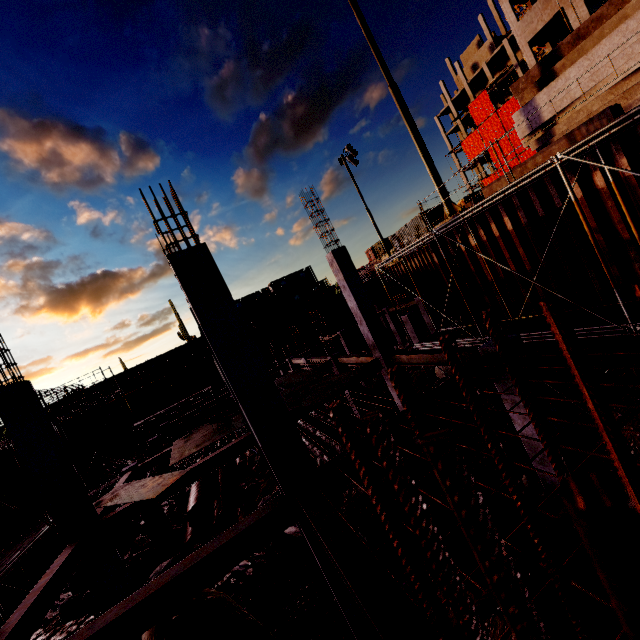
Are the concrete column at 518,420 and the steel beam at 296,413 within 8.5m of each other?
yes

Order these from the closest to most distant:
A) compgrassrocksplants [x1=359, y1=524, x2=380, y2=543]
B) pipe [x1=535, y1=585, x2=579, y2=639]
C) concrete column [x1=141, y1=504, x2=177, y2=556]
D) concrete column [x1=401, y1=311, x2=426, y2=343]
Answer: pipe [x1=535, y1=585, x2=579, y2=639] < compgrassrocksplants [x1=359, y1=524, x2=380, y2=543] < concrete column [x1=141, y1=504, x2=177, y2=556] < concrete column [x1=401, y1=311, x2=426, y2=343]

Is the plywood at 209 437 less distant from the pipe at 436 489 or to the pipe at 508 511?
the pipe at 436 489

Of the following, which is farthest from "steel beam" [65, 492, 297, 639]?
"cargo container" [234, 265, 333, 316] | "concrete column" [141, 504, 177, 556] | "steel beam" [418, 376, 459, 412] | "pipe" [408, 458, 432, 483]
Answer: "cargo container" [234, 265, 333, 316]

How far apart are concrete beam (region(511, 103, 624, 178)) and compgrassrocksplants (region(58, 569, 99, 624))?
19.0 meters

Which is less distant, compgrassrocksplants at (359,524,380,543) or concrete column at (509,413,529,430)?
concrete column at (509,413,529,430)

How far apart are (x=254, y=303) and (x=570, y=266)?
36.8m

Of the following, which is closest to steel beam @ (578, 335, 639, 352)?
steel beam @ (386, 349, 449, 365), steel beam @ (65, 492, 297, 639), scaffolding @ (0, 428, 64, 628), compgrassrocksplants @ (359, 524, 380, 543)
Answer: steel beam @ (386, 349, 449, 365)
